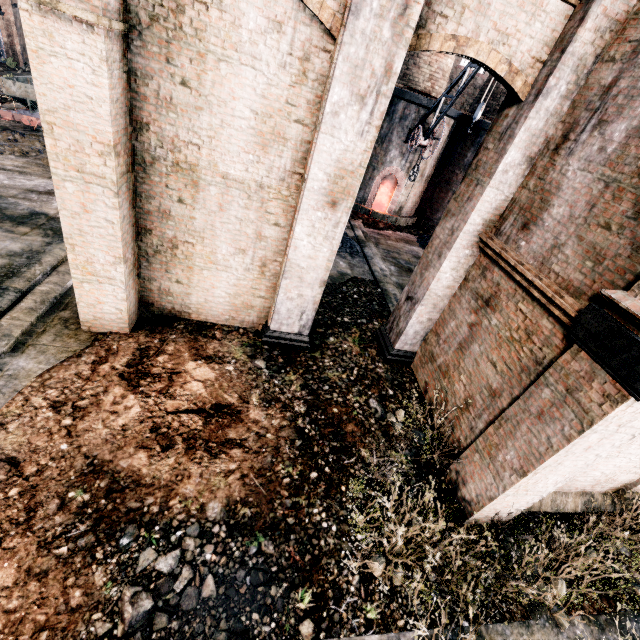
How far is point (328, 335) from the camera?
10.7 meters

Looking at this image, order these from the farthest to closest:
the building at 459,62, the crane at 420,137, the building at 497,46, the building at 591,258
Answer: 1. the building at 459,62
2. the crane at 420,137
3. the building at 497,46
4. the building at 591,258

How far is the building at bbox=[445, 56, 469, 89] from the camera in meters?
21.5 m

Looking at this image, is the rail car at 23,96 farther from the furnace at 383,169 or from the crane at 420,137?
the crane at 420,137

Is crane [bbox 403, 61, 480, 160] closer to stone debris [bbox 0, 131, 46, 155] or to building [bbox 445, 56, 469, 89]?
building [bbox 445, 56, 469, 89]

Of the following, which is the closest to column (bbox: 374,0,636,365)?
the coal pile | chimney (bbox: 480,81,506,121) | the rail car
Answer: the coal pile

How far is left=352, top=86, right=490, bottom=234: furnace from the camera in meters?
18.9

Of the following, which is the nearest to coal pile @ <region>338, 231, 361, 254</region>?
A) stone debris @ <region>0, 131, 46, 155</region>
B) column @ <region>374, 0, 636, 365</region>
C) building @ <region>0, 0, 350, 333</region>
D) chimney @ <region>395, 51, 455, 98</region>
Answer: building @ <region>0, 0, 350, 333</region>
